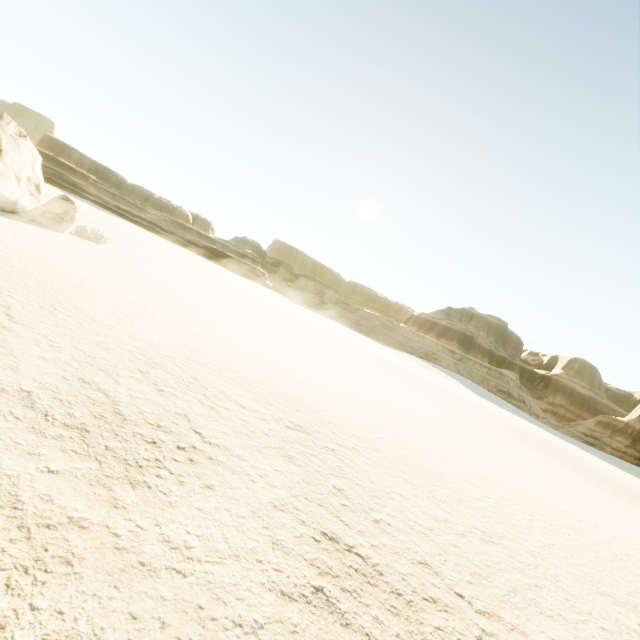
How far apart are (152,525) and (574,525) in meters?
10.6
